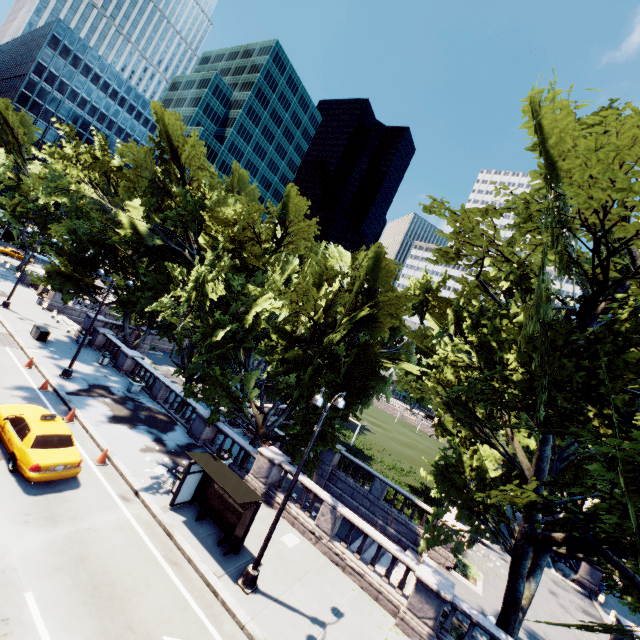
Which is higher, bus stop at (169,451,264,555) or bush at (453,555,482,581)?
bus stop at (169,451,264,555)

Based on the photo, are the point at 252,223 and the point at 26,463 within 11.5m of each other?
no

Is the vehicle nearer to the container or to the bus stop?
the bus stop

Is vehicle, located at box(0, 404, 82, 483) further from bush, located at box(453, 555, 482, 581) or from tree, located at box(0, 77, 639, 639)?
bush, located at box(453, 555, 482, 581)

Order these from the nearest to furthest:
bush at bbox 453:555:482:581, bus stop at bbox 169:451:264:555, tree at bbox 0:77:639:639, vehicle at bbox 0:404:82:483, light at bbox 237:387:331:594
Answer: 1. tree at bbox 0:77:639:639
2. light at bbox 237:387:331:594
3. vehicle at bbox 0:404:82:483
4. bus stop at bbox 169:451:264:555
5. bush at bbox 453:555:482:581

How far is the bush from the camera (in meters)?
18.88

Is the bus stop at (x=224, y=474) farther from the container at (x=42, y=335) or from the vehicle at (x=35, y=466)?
the container at (x=42, y=335)

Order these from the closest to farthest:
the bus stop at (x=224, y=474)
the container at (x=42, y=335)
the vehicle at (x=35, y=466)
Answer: the vehicle at (x=35, y=466)
the bus stop at (x=224, y=474)
the container at (x=42, y=335)
